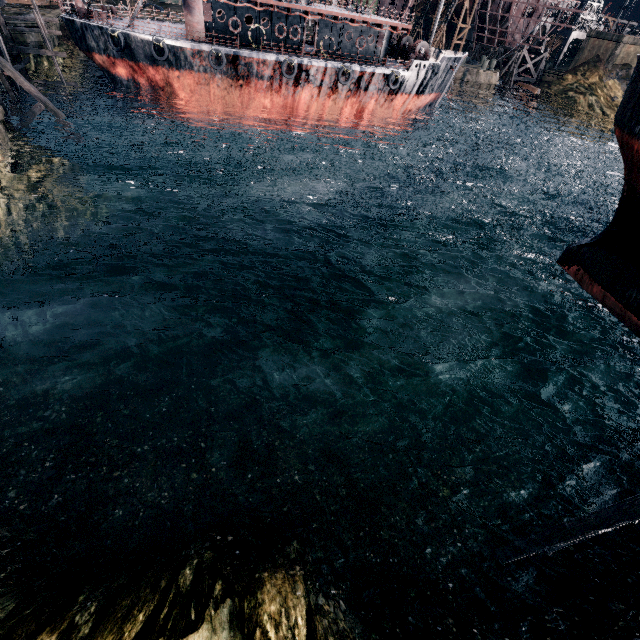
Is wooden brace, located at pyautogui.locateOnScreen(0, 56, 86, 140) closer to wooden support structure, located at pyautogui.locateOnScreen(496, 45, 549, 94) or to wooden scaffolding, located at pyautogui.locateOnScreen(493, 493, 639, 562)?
wooden scaffolding, located at pyautogui.locateOnScreen(493, 493, 639, 562)

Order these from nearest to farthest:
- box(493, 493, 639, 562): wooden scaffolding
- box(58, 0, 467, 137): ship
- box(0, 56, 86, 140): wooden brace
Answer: box(493, 493, 639, 562): wooden scaffolding < box(0, 56, 86, 140): wooden brace < box(58, 0, 467, 137): ship

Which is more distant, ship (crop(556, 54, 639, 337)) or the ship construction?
the ship construction

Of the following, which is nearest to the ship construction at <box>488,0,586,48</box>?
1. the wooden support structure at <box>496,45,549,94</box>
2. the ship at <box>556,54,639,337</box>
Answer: the wooden support structure at <box>496,45,549,94</box>

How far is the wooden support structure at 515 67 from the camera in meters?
57.0 m

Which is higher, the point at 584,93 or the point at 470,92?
the point at 584,93

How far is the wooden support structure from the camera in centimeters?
5701cm

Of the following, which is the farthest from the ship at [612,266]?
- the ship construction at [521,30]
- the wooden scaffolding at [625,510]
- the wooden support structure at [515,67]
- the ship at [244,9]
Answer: the ship construction at [521,30]
